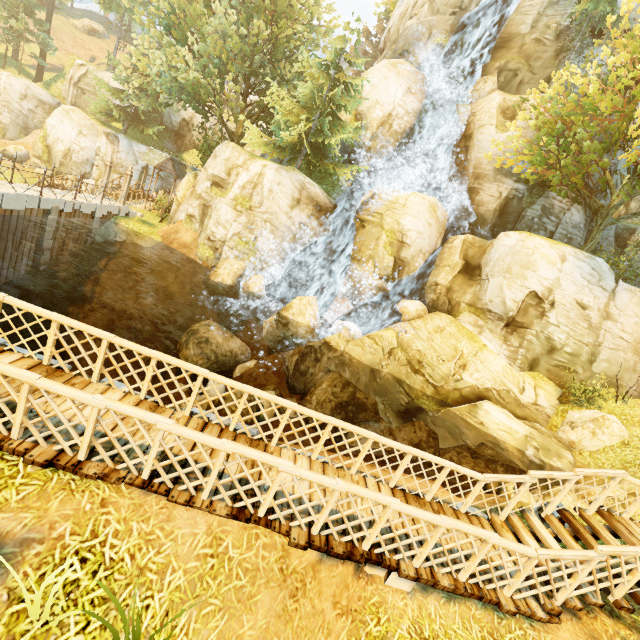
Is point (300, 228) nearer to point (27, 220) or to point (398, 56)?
point (27, 220)

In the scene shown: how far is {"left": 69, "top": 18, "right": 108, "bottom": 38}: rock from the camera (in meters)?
52.78

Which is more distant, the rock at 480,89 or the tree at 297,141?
the rock at 480,89

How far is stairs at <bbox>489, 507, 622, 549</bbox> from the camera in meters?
6.2

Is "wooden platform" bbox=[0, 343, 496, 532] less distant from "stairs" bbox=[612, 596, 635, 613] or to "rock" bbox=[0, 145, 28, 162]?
"stairs" bbox=[612, 596, 635, 613]

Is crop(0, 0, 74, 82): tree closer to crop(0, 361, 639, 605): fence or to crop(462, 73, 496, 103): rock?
A: crop(0, 361, 639, 605): fence

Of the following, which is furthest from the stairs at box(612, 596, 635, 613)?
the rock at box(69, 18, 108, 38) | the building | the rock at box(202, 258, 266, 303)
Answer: the rock at box(69, 18, 108, 38)

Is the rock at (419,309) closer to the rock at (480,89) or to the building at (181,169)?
the rock at (480,89)
